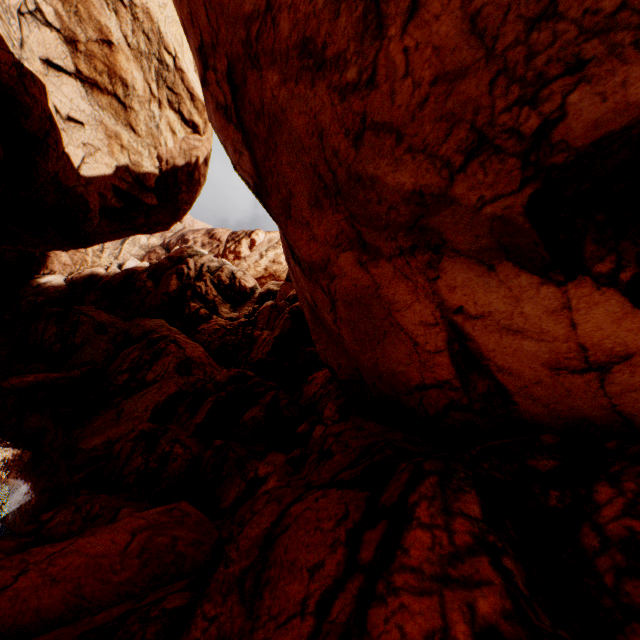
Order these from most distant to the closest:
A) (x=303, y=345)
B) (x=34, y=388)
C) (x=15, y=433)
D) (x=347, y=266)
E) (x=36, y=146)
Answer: (x=303, y=345)
(x=34, y=388)
(x=15, y=433)
(x=36, y=146)
(x=347, y=266)
